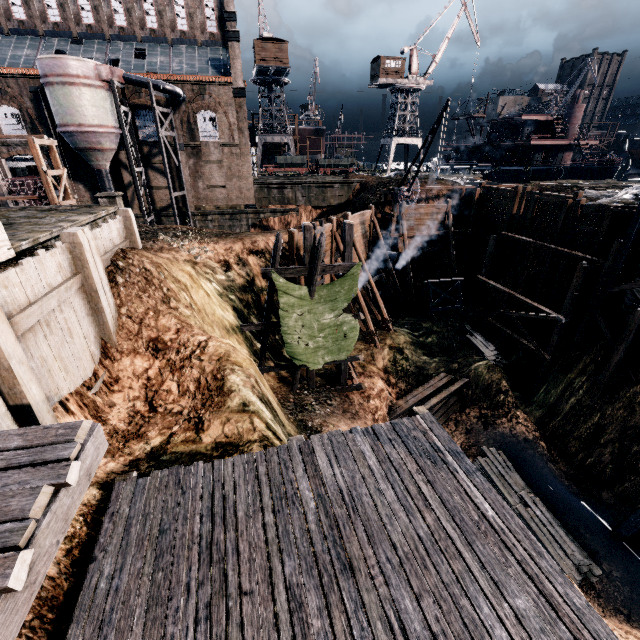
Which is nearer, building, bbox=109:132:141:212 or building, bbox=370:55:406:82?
building, bbox=109:132:141:212

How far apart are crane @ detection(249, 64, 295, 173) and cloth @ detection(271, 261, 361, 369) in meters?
51.1

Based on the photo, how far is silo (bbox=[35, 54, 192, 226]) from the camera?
26.1 meters

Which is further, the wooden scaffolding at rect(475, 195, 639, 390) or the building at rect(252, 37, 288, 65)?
the building at rect(252, 37, 288, 65)

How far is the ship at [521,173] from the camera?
43.1 meters

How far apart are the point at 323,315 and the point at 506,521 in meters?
11.2 m

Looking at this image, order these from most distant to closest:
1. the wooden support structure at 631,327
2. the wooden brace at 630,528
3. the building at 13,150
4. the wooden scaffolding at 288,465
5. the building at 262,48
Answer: the building at 262,48 < the building at 13,150 < the wooden support structure at 631,327 < the wooden brace at 630,528 < the wooden scaffolding at 288,465

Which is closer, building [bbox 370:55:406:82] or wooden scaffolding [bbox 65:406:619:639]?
wooden scaffolding [bbox 65:406:619:639]
